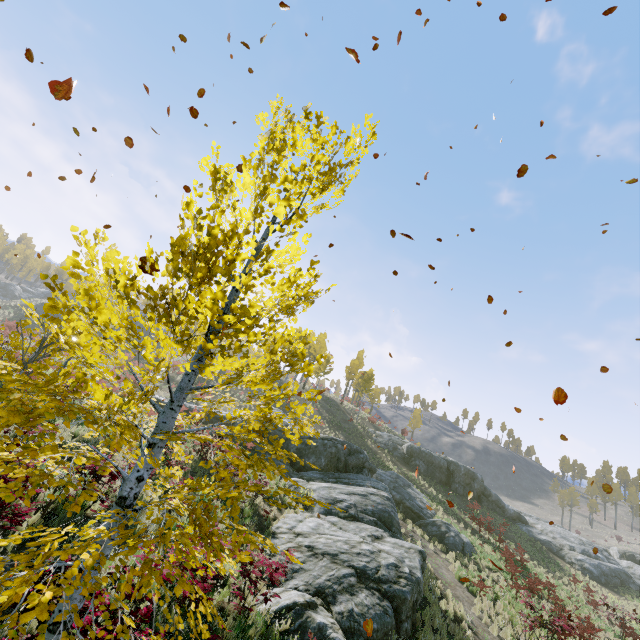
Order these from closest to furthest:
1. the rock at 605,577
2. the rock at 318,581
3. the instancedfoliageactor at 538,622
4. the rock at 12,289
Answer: the rock at 318,581, the instancedfoliageactor at 538,622, the rock at 605,577, the rock at 12,289

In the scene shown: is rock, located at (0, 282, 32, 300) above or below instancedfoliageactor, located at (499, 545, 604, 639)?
above

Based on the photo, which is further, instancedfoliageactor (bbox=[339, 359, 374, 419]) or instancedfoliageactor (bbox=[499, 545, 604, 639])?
instancedfoliageactor (bbox=[339, 359, 374, 419])

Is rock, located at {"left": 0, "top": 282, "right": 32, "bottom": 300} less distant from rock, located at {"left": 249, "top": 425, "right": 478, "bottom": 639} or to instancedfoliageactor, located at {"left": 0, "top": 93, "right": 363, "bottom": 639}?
rock, located at {"left": 249, "top": 425, "right": 478, "bottom": 639}

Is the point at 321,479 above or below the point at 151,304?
below

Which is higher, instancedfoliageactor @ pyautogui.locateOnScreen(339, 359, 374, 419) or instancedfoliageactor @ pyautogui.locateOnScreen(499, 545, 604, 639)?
instancedfoliageactor @ pyautogui.locateOnScreen(339, 359, 374, 419)

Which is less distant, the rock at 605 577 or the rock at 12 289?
the rock at 605 577

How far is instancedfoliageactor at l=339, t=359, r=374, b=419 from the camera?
44.9m
